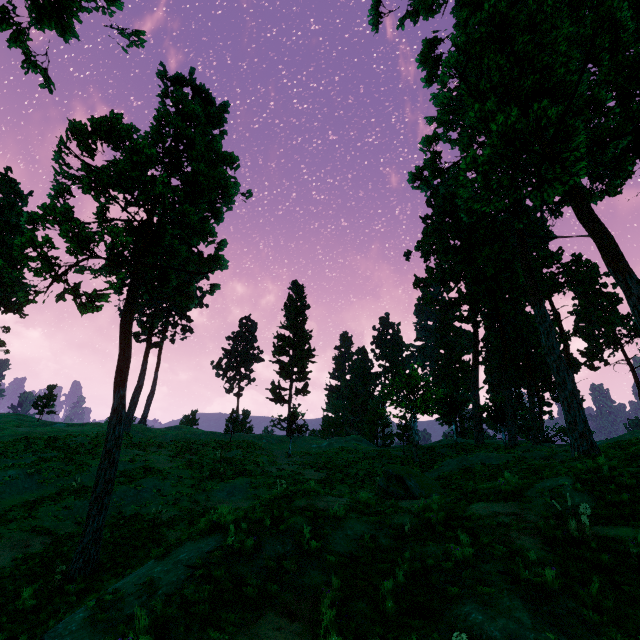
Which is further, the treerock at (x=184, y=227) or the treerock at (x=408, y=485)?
the treerock at (x=408, y=485)

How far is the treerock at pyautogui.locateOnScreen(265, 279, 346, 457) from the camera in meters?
34.2

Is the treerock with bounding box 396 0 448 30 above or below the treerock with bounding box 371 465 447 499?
above

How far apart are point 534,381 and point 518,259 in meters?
27.9 m

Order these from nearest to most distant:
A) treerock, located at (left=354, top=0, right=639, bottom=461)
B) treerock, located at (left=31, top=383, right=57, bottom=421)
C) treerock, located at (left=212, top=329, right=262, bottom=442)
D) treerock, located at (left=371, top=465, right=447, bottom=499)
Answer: treerock, located at (left=354, top=0, right=639, bottom=461) → treerock, located at (left=371, top=465, right=447, bottom=499) → treerock, located at (left=212, top=329, right=262, bottom=442) → treerock, located at (left=31, top=383, right=57, bottom=421)

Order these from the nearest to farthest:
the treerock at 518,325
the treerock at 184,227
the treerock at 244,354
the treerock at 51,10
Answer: the treerock at 51,10 < the treerock at 518,325 < the treerock at 184,227 < the treerock at 244,354

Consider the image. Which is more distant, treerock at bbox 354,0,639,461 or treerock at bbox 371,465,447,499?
treerock at bbox 371,465,447,499
